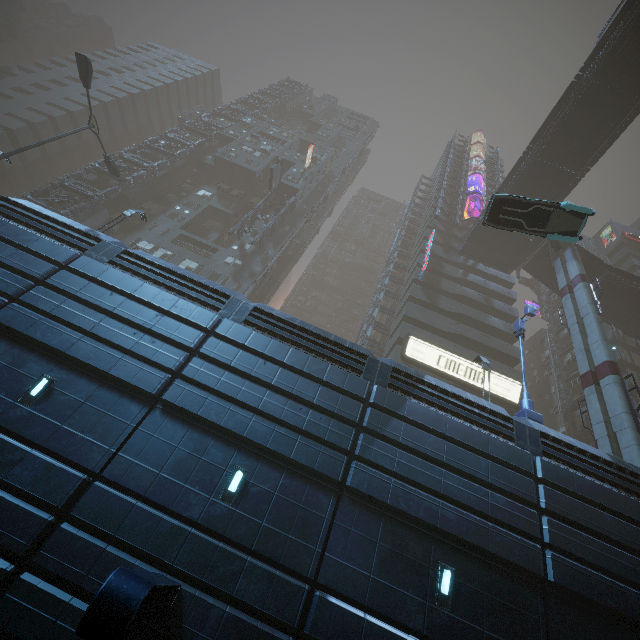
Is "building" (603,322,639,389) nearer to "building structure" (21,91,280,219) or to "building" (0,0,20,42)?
"building structure" (21,91,280,219)

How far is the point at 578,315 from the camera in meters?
23.7 m

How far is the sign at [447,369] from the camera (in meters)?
26.76

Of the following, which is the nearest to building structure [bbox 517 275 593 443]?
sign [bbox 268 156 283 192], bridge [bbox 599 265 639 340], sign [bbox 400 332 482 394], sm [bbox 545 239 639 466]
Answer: bridge [bbox 599 265 639 340]

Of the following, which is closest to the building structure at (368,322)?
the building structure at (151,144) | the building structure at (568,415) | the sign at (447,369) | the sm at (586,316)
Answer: the sign at (447,369)

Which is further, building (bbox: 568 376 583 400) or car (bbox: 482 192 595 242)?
building (bbox: 568 376 583 400)

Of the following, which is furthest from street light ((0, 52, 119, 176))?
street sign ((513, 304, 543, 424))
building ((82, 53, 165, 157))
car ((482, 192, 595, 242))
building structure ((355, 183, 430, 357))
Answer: street sign ((513, 304, 543, 424))

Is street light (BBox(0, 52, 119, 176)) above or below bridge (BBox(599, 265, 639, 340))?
below
